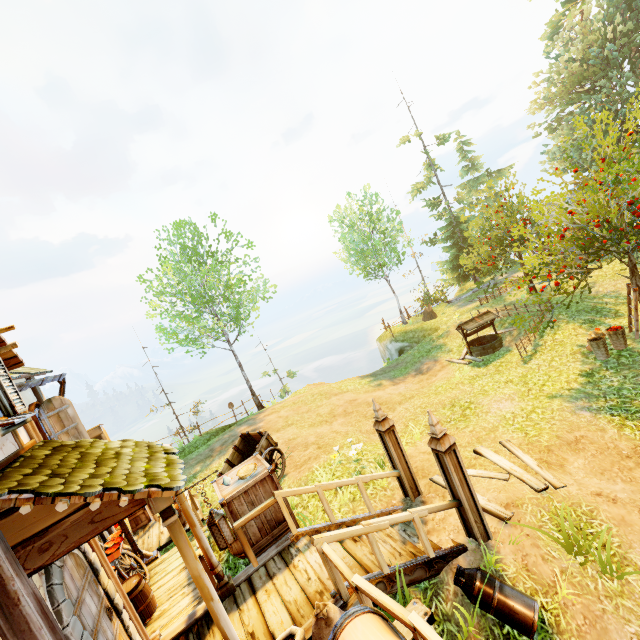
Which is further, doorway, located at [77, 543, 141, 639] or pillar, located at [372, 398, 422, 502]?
pillar, located at [372, 398, 422, 502]

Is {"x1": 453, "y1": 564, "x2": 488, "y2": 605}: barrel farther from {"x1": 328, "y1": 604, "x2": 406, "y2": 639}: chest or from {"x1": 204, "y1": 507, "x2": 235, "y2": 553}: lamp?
{"x1": 204, "y1": 507, "x2": 235, "y2": 553}: lamp

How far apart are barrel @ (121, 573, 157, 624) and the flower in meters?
0.6

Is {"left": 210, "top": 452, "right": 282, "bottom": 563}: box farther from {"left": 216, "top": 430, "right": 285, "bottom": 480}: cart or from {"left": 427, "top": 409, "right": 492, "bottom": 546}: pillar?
{"left": 427, "top": 409, "right": 492, "bottom": 546}: pillar

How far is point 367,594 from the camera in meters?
3.5 m

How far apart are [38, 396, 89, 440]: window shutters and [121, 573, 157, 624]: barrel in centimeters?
279cm

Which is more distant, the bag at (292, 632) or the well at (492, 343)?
the well at (492, 343)

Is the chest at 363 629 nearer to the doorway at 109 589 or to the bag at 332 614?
the bag at 332 614
